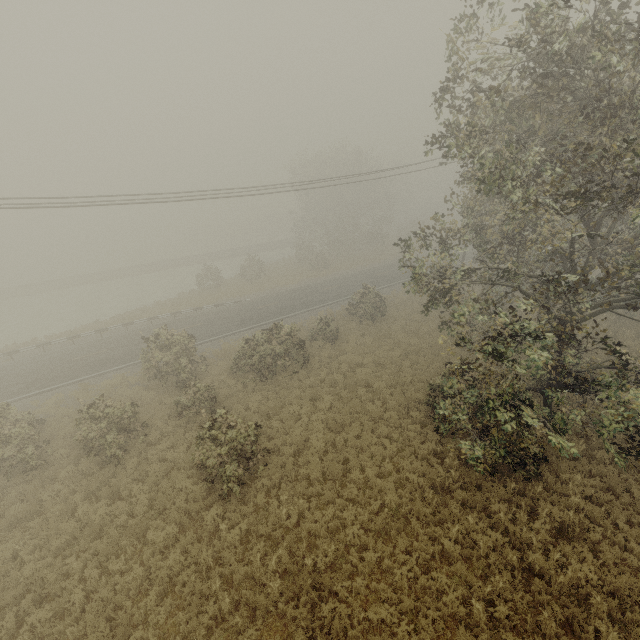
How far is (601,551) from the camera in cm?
939
